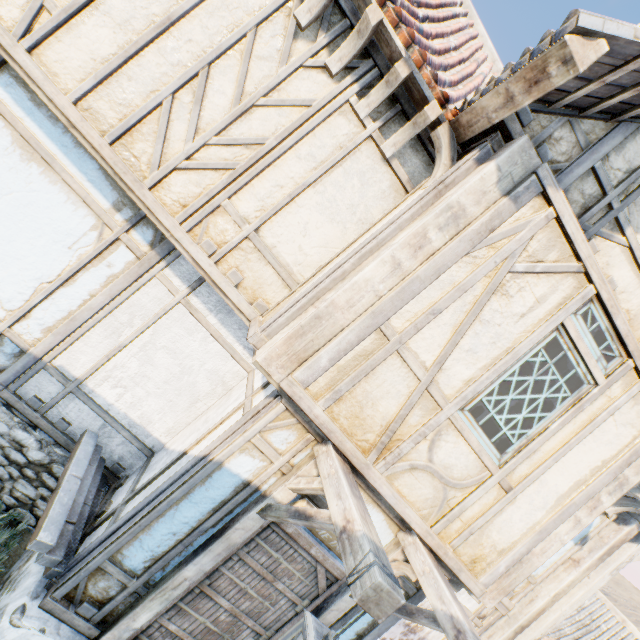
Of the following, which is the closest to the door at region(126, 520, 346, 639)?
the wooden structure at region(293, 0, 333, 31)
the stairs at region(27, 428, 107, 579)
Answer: the stairs at region(27, 428, 107, 579)

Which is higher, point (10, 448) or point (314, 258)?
point (314, 258)

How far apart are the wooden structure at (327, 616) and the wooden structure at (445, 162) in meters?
3.7 m

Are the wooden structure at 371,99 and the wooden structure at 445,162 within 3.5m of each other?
yes

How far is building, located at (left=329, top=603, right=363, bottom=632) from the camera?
3.6m

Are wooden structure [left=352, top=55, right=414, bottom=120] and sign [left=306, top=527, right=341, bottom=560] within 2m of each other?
no

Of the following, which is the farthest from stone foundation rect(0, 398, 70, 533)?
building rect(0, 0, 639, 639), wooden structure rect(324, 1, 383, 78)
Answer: wooden structure rect(324, 1, 383, 78)

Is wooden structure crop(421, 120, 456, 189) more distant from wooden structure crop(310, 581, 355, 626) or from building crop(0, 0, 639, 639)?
wooden structure crop(310, 581, 355, 626)
